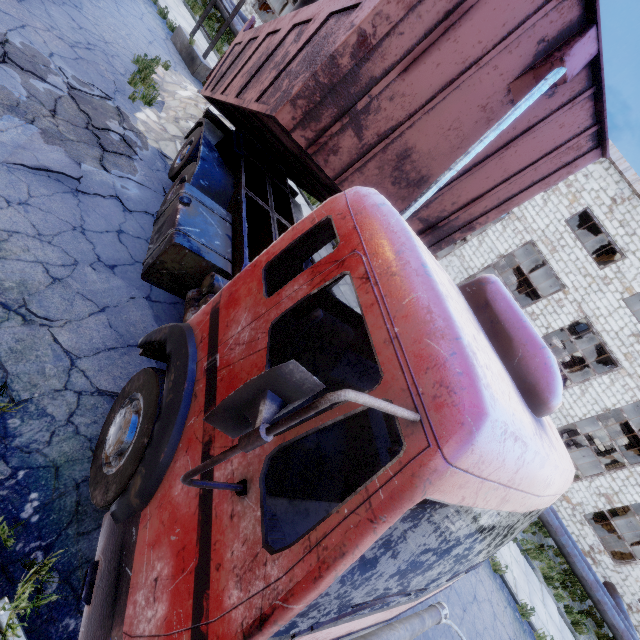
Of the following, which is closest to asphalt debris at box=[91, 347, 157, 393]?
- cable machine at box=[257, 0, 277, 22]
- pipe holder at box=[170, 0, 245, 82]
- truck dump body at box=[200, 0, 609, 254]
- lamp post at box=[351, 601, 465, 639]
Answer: Answer: truck dump body at box=[200, 0, 609, 254]

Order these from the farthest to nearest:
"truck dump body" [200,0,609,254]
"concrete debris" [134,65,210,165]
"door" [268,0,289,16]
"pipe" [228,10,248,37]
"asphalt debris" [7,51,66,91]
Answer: "door" [268,0,289,16], "pipe" [228,10,248,37], "concrete debris" [134,65,210,165], "asphalt debris" [7,51,66,91], "truck dump body" [200,0,609,254]

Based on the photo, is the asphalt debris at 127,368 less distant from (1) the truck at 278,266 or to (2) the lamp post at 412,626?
(1) the truck at 278,266

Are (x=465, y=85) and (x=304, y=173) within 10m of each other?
yes

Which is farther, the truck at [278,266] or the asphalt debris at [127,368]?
the asphalt debris at [127,368]

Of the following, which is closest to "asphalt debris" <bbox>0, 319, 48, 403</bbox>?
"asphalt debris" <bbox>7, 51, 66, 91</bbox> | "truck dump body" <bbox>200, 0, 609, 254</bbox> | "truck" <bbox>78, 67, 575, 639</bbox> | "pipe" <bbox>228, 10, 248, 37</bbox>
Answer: "truck" <bbox>78, 67, 575, 639</bbox>

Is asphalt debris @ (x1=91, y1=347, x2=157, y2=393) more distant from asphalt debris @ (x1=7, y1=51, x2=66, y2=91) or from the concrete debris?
the concrete debris

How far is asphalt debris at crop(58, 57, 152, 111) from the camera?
6.20m
